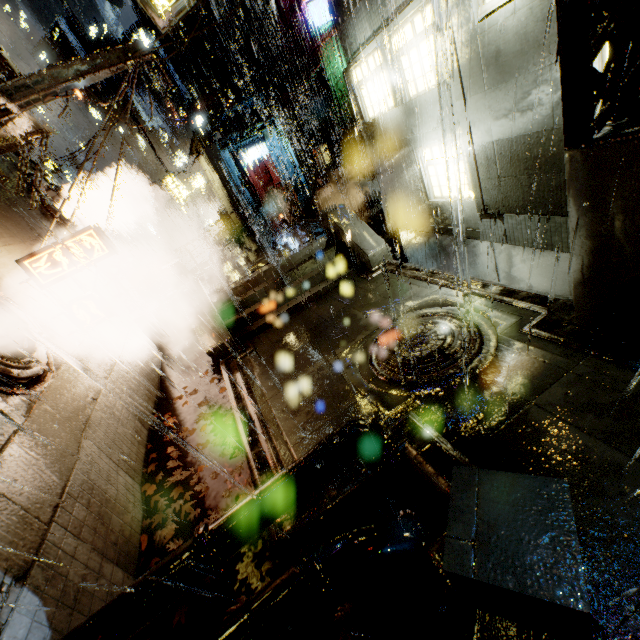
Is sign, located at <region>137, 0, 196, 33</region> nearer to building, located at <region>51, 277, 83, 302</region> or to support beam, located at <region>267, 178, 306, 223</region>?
building, located at <region>51, 277, 83, 302</region>

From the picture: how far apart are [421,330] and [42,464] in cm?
736

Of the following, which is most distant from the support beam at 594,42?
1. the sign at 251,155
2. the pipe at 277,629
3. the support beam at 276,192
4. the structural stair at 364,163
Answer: the sign at 251,155

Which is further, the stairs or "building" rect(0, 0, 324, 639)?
the stairs

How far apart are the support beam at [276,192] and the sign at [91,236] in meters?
10.4

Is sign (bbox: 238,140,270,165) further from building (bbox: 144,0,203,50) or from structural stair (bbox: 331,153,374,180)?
structural stair (bbox: 331,153,374,180)

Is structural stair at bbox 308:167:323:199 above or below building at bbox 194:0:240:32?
below

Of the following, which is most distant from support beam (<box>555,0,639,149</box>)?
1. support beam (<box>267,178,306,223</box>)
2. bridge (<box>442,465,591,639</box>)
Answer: support beam (<box>267,178,306,223</box>)
